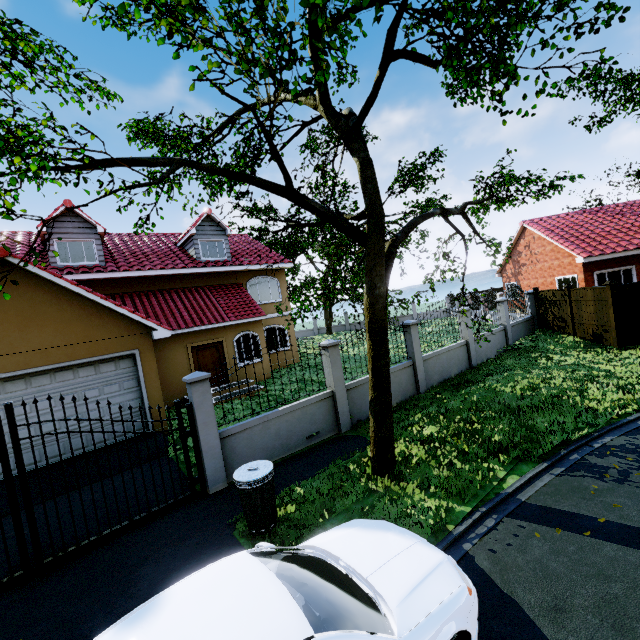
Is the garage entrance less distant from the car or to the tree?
the tree

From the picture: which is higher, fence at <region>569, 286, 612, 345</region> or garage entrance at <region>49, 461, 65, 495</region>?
fence at <region>569, 286, 612, 345</region>

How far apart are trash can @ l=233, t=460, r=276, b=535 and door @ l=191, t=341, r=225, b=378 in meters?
10.0

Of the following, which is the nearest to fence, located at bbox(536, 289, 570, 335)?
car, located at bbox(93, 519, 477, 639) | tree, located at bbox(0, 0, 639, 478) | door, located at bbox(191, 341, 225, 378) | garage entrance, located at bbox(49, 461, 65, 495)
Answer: tree, located at bbox(0, 0, 639, 478)

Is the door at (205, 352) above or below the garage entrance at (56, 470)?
above

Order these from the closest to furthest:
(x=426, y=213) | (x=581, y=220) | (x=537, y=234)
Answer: (x=426, y=213)
(x=581, y=220)
(x=537, y=234)

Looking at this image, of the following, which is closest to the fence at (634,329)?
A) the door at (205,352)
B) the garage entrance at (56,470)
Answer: the garage entrance at (56,470)

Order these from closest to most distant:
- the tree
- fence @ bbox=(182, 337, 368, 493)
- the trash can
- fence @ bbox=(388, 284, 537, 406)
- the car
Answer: the car, the tree, the trash can, fence @ bbox=(182, 337, 368, 493), fence @ bbox=(388, 284, 537, 406)
